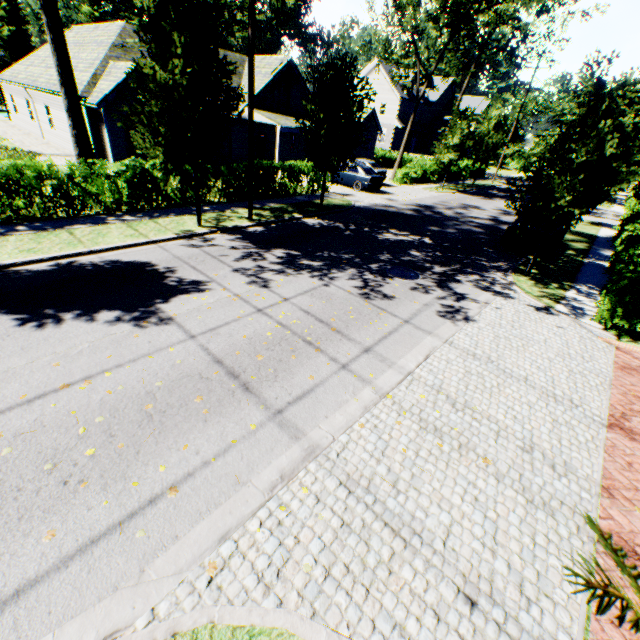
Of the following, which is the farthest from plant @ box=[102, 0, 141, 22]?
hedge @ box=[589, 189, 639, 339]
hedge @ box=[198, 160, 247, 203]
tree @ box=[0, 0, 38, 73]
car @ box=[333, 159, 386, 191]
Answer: hedge @ box=[589, 189, 639, 339]

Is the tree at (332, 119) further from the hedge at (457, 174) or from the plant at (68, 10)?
the hedge at (457, 174)

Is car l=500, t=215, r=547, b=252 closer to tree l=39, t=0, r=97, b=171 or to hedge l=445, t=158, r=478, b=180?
tree l=39, t=0, r=97, b=171

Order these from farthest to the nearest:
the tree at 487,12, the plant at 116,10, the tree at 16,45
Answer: the plant at 116,10 < the tree at 16,45 < the tree at 487,12

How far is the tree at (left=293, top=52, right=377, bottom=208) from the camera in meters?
13.6

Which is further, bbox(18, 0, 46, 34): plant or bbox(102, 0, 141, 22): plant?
bbox(102, 0, 141, 22): plant

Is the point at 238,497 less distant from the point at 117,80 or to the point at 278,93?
the point at 117,80

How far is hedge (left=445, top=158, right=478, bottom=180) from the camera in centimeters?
3453cm
